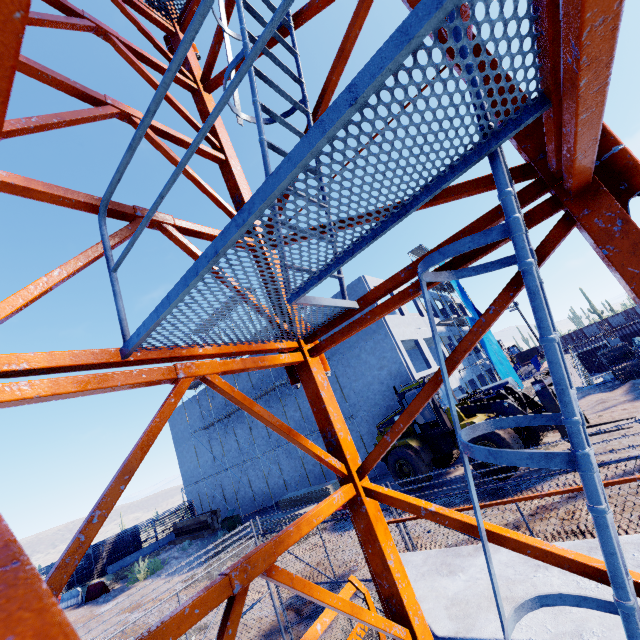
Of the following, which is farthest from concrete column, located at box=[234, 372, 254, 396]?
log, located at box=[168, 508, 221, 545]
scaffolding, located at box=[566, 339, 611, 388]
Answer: scaffolding, located at box=[566, 339, 611, 388]

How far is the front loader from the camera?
53.2m

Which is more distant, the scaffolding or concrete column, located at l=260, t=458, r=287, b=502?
concrete column, located at l=260, t=458, r=287, b=502

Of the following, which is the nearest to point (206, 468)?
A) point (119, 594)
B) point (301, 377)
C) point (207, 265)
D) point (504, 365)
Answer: point (119, 594)

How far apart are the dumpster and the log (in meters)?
2.92

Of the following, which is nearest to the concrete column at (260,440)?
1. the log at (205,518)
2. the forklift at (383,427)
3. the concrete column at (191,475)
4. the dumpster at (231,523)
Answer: the concrete column at (191,475)

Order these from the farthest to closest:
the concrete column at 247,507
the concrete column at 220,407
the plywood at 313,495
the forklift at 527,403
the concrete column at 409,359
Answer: the concrete column at 220,407 < the concrete column at 247,507 < the concrete column at 409,359 < the plywood at 313,495 < the forklift at 527,403

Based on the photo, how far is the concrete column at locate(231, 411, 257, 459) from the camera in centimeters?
2695cm
